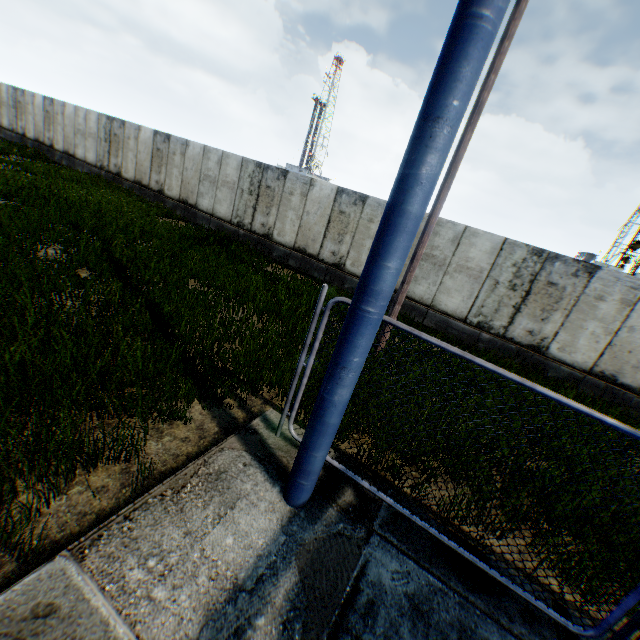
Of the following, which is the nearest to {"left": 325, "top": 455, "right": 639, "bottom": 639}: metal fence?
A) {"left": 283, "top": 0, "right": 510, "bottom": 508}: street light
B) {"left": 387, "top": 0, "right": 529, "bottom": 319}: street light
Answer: {"left": 283, "top": 0, "right": 510, "bottom": 508}: street light

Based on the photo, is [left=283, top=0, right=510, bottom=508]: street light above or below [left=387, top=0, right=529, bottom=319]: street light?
below

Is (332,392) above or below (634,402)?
above

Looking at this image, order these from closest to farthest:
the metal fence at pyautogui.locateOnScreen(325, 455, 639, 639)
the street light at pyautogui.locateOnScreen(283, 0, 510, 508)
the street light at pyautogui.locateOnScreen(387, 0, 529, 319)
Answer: the street light at pyautogui.locateOnScreen(283, 0, 510, 508), the metal fence at pyautogui.locateOnScreen(325, 455, 639, 639), the street light at pyautogui.locateOnScreen(387, 0, 529, 319)

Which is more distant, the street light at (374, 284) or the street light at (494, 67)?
the street light at (494, 67)

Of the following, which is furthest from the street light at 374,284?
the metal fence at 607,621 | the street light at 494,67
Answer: the street light at 494,67

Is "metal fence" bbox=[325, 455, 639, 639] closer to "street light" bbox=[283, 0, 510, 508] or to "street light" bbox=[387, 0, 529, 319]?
"street light" bbox=[283, 0, 510, 508]
